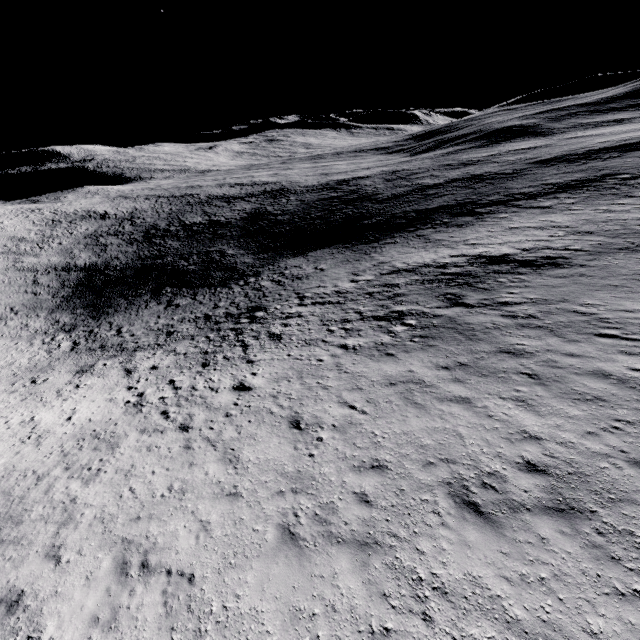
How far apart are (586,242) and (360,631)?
24.7m
